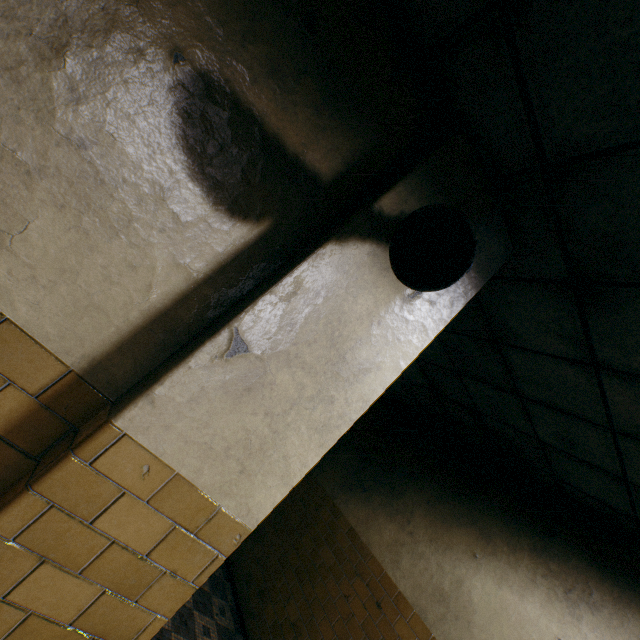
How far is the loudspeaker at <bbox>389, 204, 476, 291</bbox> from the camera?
1.13m

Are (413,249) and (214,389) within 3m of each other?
yes

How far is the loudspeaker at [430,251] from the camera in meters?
1.1 m
